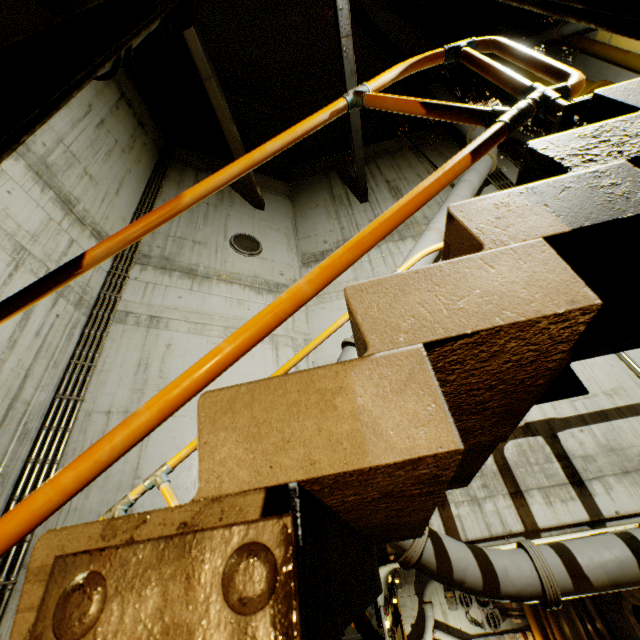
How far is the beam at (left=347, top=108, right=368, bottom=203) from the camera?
7.9m

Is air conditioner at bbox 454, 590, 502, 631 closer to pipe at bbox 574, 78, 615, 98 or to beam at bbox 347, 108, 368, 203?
pipe at bbox 574, 78, 615, 98

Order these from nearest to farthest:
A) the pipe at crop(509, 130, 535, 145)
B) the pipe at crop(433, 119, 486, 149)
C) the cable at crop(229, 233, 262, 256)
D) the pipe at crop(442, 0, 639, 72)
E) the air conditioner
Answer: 1. the pipe at crop(442, 0, 639, 72)
2. the cable at crop(229, 233, 262, 256)
3. the pipe at crop(433, 119, 486, 149)
4. the pipe at crop(509, 130, 535, 145)
5. the air conditioner

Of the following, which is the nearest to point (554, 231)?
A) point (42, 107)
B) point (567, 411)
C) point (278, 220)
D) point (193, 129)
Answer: point (42, 107)

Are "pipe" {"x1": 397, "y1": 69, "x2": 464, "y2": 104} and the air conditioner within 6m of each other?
no

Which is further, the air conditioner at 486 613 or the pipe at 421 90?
the air conditioner at 486 613

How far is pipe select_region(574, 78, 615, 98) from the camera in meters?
6.8 m

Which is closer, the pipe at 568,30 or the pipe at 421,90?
the pipe at 568,30
